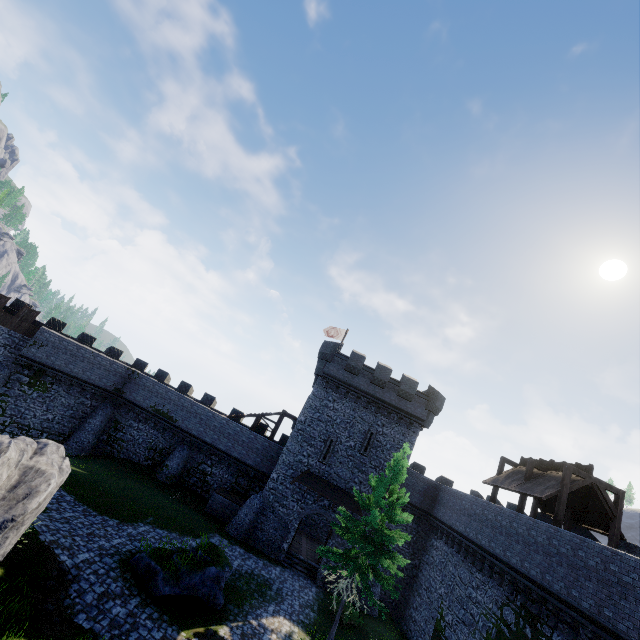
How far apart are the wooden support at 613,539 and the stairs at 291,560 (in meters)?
16.17

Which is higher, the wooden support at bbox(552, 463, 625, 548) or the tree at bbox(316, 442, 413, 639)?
the wooden support at bbox(552, 463, 625, 548)

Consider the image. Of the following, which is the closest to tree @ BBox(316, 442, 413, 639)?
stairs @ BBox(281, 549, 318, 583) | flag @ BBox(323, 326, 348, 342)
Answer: stairs @ BBox(281, 549, 318, 583)

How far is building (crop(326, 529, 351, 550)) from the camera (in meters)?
24.52

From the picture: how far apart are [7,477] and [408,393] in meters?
25.9 m

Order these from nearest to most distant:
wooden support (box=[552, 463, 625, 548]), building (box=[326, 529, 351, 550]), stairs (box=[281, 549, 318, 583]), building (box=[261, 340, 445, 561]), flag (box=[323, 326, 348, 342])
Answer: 1. wooden support (box=[552, 463, 625, 548])
2. stairs (box=[281, 549, 318, 583])
3. building (box=[326, 529, 351, 550])
4. building (box=[261, 340, 445, 561])
5. flag (box=[323, 326, 348, 342])

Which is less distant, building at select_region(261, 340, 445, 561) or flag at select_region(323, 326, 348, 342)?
building at select_region(261, 340, 445, 561)

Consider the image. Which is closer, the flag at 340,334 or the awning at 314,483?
the awning at 314,483
